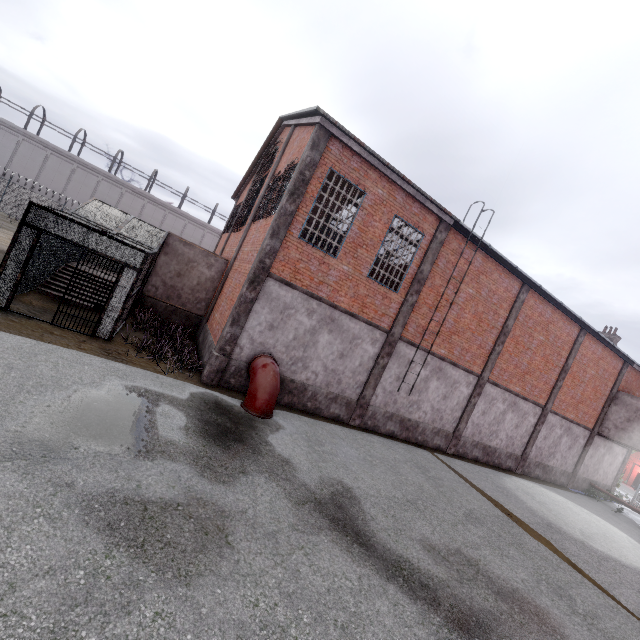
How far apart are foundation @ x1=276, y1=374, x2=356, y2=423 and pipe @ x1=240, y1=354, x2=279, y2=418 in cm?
5

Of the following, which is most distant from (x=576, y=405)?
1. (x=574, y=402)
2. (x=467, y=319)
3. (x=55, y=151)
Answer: (x=55, y=151)

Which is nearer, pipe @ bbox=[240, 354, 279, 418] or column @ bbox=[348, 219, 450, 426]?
pipe @ bbox=[240, 354, 279, 418]

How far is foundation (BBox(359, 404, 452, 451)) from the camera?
13.23m

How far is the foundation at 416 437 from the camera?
13.2 meters

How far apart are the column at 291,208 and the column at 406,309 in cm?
528

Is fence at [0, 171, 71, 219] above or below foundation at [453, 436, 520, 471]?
above

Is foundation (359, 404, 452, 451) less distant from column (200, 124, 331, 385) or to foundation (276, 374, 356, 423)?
foundation (276, 374, 356, 423)
